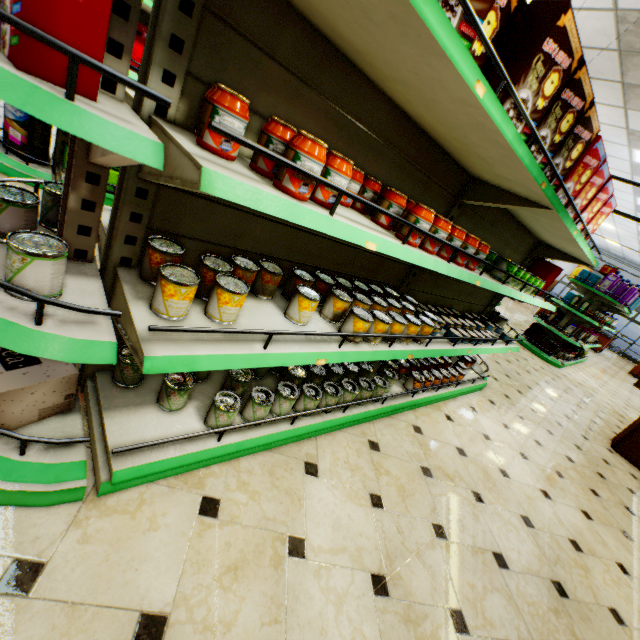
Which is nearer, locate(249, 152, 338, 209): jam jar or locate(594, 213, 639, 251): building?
locate(249, 152, 338, 209): jam jar

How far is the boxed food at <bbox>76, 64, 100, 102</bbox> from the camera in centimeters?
77cm

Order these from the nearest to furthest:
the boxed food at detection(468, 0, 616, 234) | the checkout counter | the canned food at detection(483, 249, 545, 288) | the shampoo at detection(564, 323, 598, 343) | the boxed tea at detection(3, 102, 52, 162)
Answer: the boxed food at detection(468, 0, 616, 234)
the canned food at detection(483, 249, 545, 288)
the boxed tea at detection(3, 102, 52, 162)
the shampoo at detection(564, 323, 598, 343)
the checkout counter

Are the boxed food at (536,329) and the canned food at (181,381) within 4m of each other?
no

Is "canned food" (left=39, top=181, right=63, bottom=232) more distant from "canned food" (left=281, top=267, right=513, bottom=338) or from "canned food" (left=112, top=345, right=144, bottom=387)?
"canned food" (left=281, top=267, right=513, bottom=338)

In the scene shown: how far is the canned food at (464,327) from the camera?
1.7m

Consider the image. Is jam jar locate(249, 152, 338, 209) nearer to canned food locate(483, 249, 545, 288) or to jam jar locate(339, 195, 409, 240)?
jam jar locate(339, 195, 409, 240)

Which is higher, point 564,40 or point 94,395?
point 564,40
